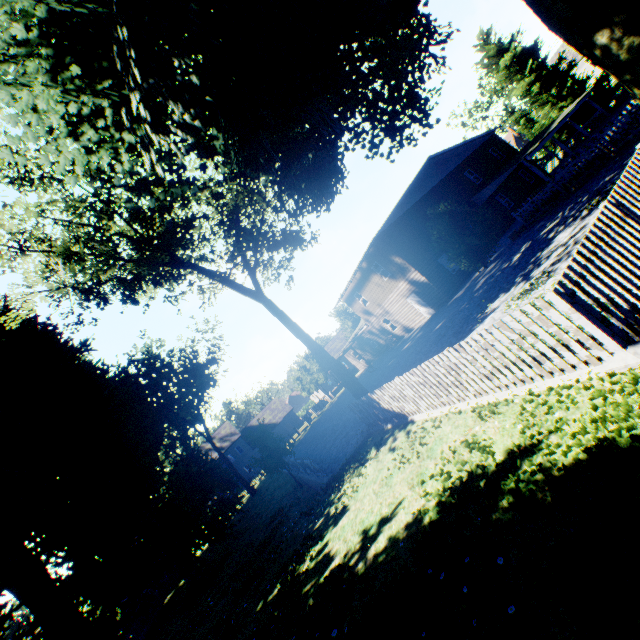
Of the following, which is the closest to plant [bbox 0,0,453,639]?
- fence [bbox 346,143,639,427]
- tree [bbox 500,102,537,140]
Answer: fence [bbox 346,143,639,427]

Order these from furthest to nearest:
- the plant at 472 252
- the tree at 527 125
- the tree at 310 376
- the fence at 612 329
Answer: the tree at 527 125 → the tree at 310 376 → the plant at 472 252 → the fence at 612 329

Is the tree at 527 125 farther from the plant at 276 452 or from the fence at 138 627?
the plant at 276 452

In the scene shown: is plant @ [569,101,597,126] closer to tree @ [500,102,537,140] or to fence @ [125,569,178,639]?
fence @ [125,569,178,639]

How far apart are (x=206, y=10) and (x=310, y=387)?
48.0 meters

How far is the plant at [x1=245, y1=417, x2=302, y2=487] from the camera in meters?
20.1 m

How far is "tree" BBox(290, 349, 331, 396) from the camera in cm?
4612
